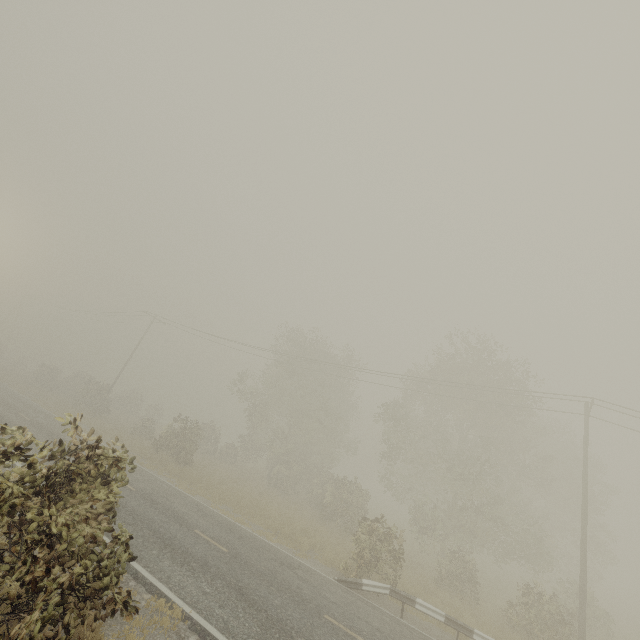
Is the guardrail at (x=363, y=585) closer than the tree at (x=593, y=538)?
Yes

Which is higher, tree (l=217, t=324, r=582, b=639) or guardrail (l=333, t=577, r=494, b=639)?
tree (l=217, t=324, r=582, b=639)

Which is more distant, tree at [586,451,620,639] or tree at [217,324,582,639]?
tree at [586,451,620,639]

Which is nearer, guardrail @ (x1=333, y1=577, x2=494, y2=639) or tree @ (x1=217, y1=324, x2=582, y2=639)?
guardrail @ (x1=333, y1=577, x2=494, y2=639)

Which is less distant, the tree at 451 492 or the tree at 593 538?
Answer: the tree at 451 492

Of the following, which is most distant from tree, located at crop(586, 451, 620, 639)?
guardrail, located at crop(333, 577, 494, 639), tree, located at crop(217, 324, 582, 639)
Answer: guardrail, located at crop(333, 577, 494, 639)

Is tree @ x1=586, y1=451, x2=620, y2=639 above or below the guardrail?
above

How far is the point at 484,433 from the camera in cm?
2764
